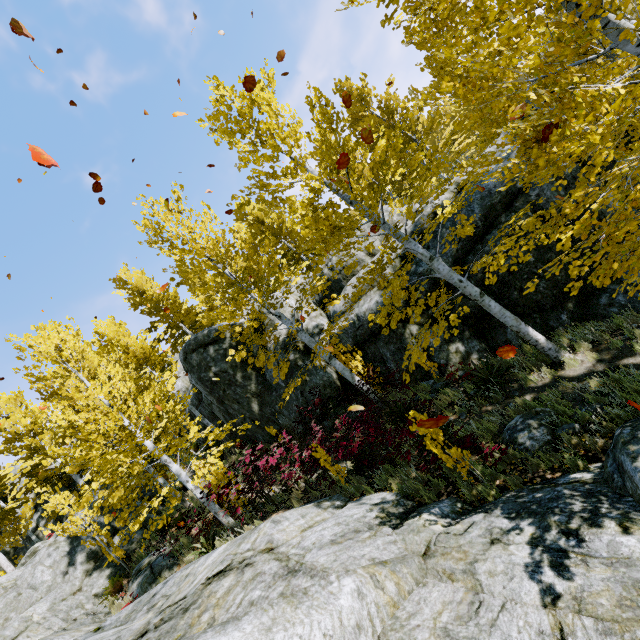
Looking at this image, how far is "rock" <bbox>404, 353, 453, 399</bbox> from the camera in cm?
930

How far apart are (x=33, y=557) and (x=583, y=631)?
16.6m

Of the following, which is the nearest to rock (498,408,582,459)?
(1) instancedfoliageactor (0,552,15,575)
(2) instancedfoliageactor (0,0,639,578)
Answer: (1) instancedfoliageactor (0,552,15,575)

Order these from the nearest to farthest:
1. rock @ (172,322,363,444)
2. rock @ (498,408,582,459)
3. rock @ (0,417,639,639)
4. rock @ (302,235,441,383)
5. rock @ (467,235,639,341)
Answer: rock @ (0,417,639,639) < rock @ (498,408,582,459) < rock @ (467,235,639,341) < rock @ (302,235,441,383) < rock @ (172,322,363,444)

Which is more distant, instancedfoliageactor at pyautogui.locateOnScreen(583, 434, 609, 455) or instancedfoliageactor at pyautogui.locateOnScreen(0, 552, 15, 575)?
instancedfoliageactor at pyautogui.locateOnScreen(0, 552, 15, 575)

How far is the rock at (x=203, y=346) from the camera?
12.4 meters
